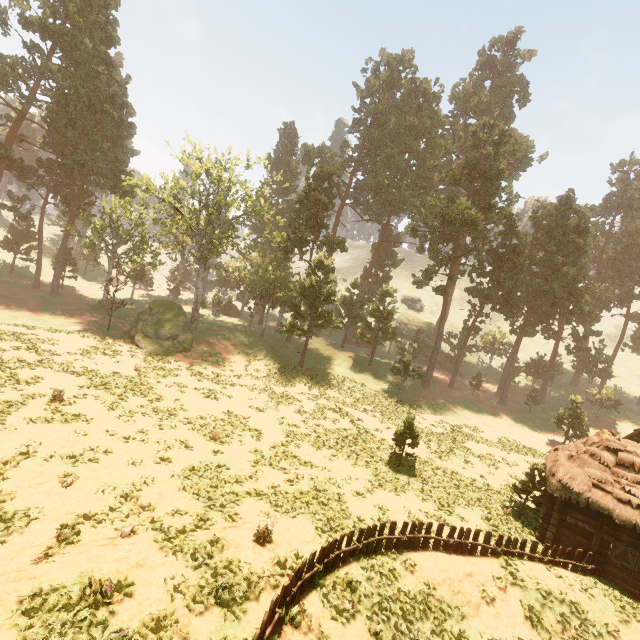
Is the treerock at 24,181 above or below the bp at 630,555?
above

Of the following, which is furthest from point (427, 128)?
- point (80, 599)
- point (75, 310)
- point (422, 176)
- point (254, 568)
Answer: point (80, 599)

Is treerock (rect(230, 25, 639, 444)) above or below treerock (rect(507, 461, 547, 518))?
above

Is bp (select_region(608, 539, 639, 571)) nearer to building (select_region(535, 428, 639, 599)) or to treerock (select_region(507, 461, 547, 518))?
building (select_region(535, 428, 639, 599))

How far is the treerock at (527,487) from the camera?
18.8m

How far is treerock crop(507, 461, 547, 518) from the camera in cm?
1881

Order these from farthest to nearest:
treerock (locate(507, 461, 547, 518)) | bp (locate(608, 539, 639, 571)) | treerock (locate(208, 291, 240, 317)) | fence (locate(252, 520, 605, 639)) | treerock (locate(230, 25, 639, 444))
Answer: treerock (locate(208, 291, 240, 317)) → treerock (locate(230, 25, 639, 444)) → treerock (locate(507, 461, 547, 518)) → bp (locate(608, 539, 639, 571)) → fence (locate(252, 520, 605, 639))
